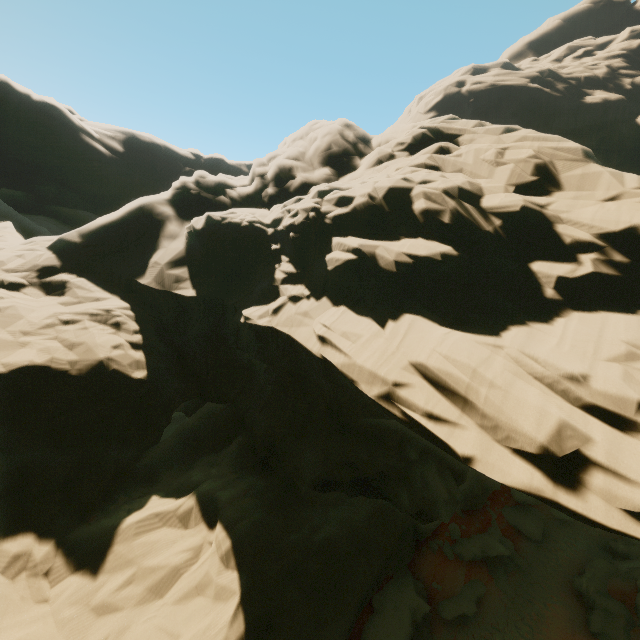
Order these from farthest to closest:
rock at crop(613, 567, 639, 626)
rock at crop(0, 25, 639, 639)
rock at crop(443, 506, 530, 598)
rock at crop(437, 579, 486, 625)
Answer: rock at crop(443, 506, 530, 598), rock at crop(437, 579, 486, 625), rock at crop(613, 567, 639, 626), rock at crop(0, 25, 639, 639)

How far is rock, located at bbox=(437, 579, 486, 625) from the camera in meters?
16.7 m

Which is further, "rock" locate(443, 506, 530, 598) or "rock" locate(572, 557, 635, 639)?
"rock" locate(443, 506, 530, 598)

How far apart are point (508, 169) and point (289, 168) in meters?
15.0

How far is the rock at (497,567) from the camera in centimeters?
1944cm

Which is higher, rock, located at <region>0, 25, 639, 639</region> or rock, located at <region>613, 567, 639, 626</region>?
rock, located at <region>0, 25, 639, 639</region>
